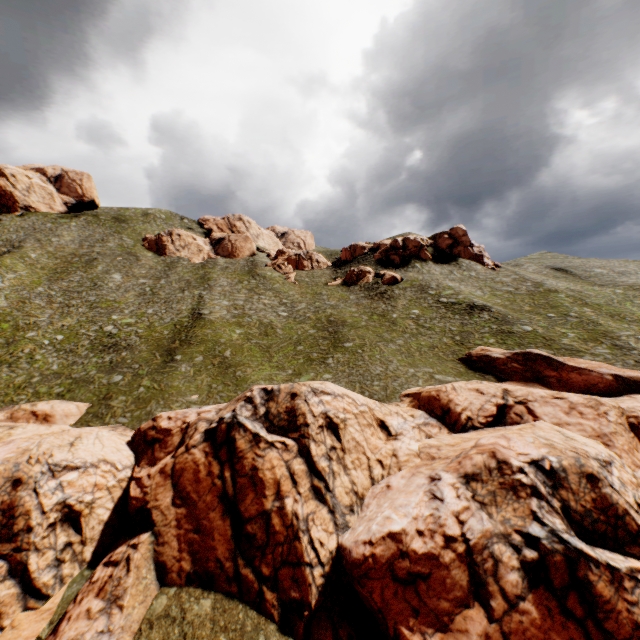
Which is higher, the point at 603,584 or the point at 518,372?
the point at 518,372

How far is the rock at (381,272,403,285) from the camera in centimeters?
5725cm

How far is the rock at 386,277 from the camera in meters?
57.2 m

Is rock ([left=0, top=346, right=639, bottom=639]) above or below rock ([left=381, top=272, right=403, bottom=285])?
below

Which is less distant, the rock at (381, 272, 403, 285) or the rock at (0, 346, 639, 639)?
the rock at (0, 346, 639, 639)

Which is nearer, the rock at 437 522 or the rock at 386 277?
the rock at 437 522
